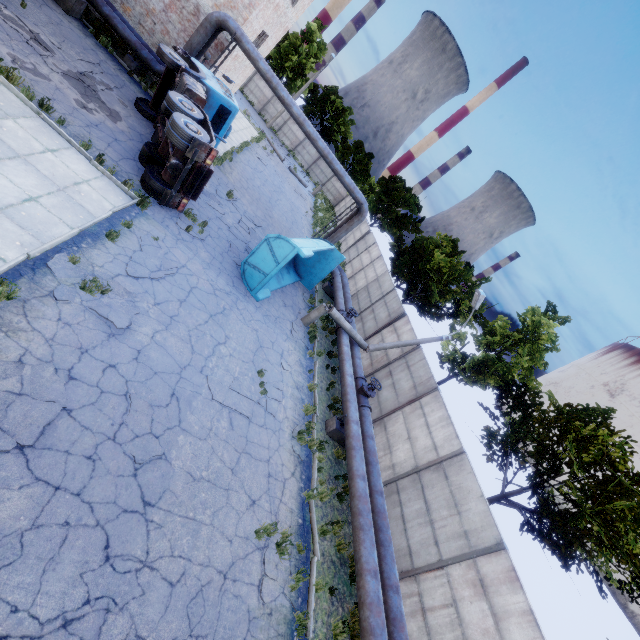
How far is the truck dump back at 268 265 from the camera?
12.22m

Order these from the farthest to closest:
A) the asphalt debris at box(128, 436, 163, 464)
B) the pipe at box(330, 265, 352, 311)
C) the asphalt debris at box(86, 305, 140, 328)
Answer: the pipe at box(330, 265, 352, 311) < the asphalt debris at box(86, 305, 140, 328) < the asphalt debris at box(128, 436, 163, 464)

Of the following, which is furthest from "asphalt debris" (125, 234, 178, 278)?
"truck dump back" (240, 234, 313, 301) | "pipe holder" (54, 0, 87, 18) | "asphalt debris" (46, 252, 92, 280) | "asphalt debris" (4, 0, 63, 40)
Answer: "pipe holder" (54, 0, 87, 18)

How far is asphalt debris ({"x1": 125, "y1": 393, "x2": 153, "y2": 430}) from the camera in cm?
643

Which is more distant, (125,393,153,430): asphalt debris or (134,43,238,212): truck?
(134,43,238,212): truck

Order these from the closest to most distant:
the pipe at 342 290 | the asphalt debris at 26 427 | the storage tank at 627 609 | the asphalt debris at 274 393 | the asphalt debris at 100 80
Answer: the asphalt debris at 26 427, the asphalt debris at 274 393, the asphalt debris at 100 80, the pipe at 342 290, the storage tank at 627 609

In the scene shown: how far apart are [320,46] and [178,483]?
47.00m

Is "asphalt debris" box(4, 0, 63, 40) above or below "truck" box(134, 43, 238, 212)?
below
